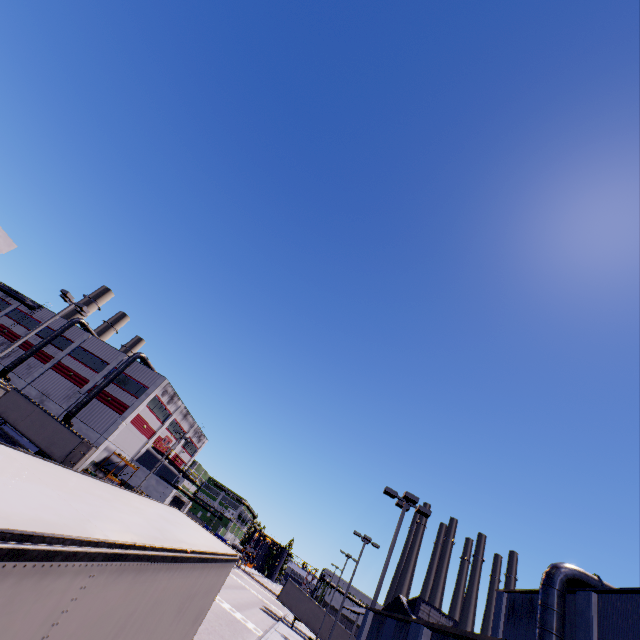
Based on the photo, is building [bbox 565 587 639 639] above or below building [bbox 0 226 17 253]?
below

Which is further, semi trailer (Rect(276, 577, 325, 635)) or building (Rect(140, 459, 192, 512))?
building (Rect(140, 459, 192, 512))

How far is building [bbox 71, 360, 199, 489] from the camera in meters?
41.3 m

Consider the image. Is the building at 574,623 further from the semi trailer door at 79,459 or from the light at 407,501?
the semi trailer door at 79,459

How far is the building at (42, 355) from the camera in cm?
4391

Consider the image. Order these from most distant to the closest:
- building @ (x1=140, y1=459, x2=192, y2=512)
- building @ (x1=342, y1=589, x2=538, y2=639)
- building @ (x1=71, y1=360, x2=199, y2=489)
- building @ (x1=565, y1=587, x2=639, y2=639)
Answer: building @ (x1=140, y1=459, x2=192, y2=512) < building @ (x1=71, y1=360, x2=199, y2=489) < building @ (x1=565, y1=587, x2=639, y2=639) < building @ (x1=342, y1=589, x2=538, y2=639)

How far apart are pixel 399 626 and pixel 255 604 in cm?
4650

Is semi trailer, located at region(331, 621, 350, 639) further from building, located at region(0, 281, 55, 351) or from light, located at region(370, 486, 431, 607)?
light, located at region(370, 486, 431, 607)
